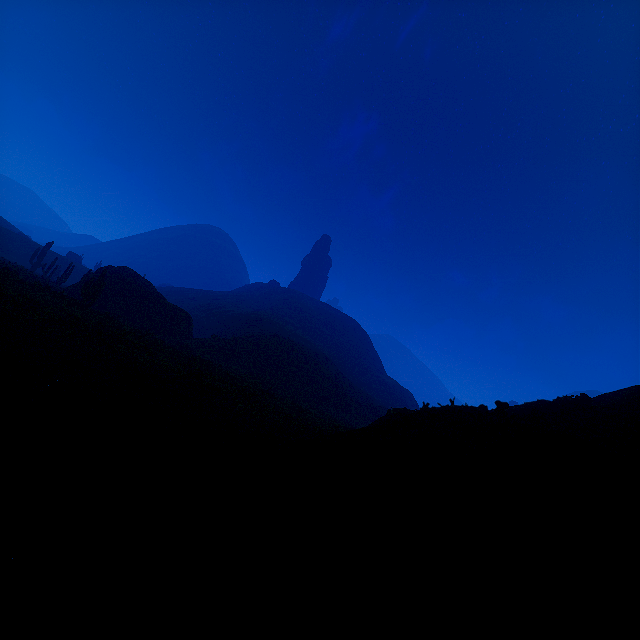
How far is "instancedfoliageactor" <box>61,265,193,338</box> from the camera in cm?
2210

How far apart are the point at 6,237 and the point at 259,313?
46.0m

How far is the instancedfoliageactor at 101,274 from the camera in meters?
22.1

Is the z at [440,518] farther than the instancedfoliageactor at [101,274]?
No

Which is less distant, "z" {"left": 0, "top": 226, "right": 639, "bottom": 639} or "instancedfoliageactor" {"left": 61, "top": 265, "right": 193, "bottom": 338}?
"z" {"left": 0, "top": 226, "right": 639, "bottom": 639}
